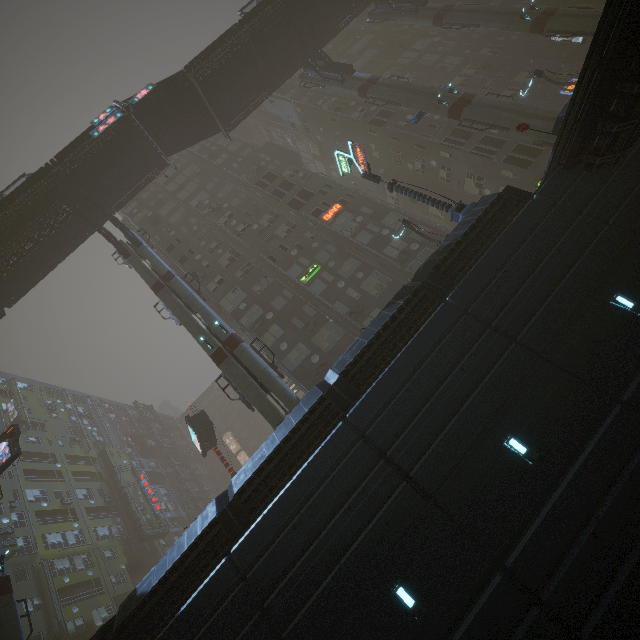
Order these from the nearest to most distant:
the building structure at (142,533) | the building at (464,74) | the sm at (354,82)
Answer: the sm at (354,82) → the building at (464,74) → the building structure at (142,533)

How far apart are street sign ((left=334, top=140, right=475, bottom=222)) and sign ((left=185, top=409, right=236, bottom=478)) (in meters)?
20.66

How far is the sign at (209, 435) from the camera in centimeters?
2411cm

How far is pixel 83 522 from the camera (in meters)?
38.47

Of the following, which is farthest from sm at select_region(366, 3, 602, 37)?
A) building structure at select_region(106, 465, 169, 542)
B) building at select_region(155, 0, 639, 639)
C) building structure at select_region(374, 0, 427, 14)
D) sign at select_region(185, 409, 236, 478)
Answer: building structure at select_region(106, 465, 169, 542)

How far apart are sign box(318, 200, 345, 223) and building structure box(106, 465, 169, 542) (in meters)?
44.40

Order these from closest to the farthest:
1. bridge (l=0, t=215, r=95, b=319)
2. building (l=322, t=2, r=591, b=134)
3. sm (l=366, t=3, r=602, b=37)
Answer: sm (l=366, t=3, r=602, b=37), bridge (l=0, t=215, r=95, b=319), building (l=322, t=2, r=591, b=134)

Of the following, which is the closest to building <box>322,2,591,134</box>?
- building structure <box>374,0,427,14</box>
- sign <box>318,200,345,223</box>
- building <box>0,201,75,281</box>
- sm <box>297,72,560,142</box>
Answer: sign <box>318,200,345,223</box>
